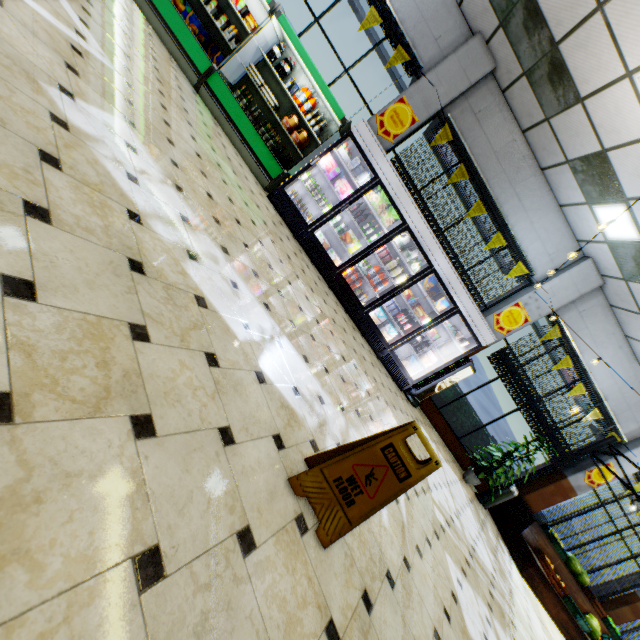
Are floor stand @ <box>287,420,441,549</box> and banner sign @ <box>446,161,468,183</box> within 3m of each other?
no

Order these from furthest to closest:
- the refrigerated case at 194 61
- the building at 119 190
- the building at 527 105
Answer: the refrigerated case at 194 61
the building at 527 105
the building at 119 190

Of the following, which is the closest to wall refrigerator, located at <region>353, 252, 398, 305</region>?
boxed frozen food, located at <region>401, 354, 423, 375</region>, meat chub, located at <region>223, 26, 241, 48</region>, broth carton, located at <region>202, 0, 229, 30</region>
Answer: boxed frozen food, located at <region>401, 354, 423, 375</region>

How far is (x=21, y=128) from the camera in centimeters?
151cm

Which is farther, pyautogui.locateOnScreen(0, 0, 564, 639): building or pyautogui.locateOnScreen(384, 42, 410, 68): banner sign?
pyautogui.locateOnScreen(384, 42, 410, 68): banner sign

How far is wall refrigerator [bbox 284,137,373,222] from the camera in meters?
6.3 m

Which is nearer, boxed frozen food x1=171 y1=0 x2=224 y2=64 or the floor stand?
the floor stand

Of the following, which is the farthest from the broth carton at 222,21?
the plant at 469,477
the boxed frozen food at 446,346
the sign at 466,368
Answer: the plant at 469,477
